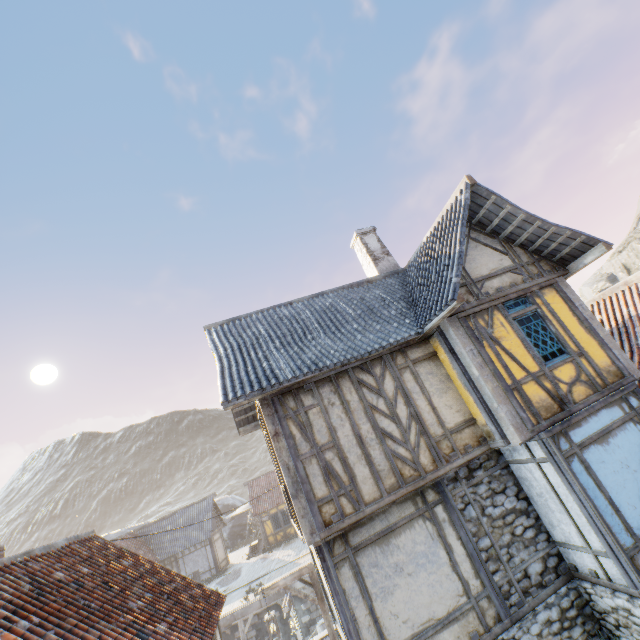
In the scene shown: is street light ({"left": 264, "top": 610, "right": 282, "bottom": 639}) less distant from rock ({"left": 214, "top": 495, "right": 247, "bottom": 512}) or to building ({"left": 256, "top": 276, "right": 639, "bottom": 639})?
building ({"left": 256, "top": 276, "right": 639, "bottom": 639})

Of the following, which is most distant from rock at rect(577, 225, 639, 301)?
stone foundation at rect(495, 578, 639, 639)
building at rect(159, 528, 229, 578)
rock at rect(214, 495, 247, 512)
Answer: building at rect(159, 528, 229, 578)

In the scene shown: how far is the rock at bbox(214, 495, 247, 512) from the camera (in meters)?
48.66

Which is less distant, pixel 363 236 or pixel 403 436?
pixel 403 436

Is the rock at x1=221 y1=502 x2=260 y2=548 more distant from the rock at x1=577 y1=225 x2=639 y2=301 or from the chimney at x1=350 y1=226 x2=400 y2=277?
the chimney at x1=350 y1=226 x2=400 y2=277

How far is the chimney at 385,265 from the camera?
12.0 meters

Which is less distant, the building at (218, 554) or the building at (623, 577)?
the building at (623, 577)
